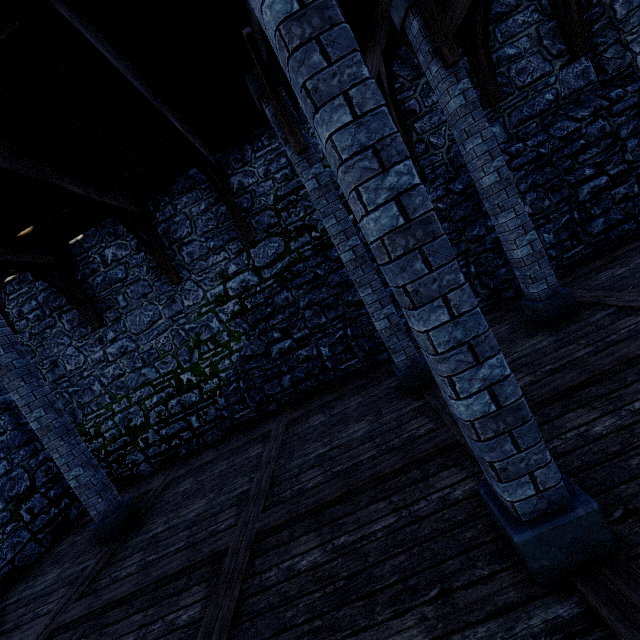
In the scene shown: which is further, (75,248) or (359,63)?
(75,248)

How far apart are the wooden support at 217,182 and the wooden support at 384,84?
3.8 meters

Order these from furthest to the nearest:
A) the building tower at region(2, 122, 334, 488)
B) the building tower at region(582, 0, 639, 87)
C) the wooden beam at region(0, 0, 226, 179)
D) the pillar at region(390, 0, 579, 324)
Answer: the building tower at region(2, 122, 334, 488)
the building tower at region(582, 0, 639, 87)
the pillar at region(390, 0, 579, 324)
the wooden beam at region(0, 0, 226, 179)

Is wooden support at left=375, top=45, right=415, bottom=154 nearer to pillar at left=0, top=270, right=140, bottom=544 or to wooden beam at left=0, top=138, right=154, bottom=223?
wooden beam at left=0, top=138, right=154, bottom=223

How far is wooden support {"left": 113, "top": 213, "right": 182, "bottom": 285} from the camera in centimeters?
667cm

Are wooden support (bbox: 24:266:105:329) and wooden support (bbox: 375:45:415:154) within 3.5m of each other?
no

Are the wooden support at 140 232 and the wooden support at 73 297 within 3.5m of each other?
yes

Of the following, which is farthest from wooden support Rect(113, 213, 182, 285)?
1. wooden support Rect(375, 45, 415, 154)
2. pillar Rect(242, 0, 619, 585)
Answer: wooden support Rect(375, 45, 415, 154)
